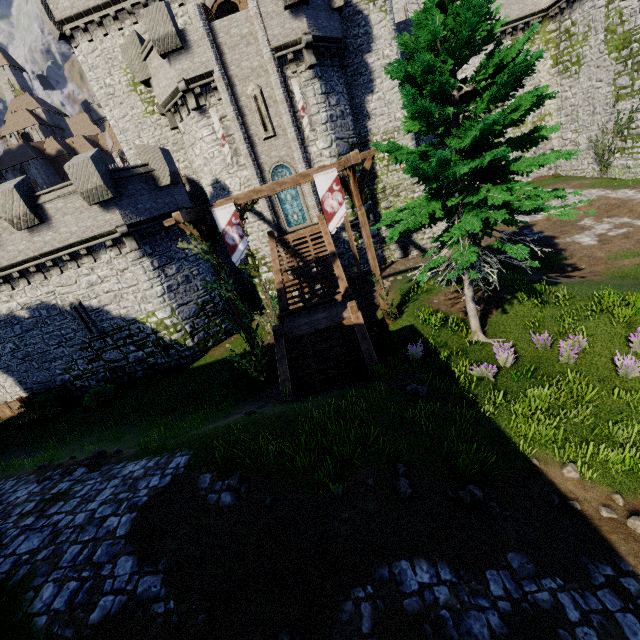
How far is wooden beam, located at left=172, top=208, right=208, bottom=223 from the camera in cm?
991

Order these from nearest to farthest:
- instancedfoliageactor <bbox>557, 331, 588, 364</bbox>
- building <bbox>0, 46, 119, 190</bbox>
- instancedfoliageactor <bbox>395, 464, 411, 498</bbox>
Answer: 1. instancedfoliageactor <bbox>395, 464, 411, 498</bbox>
2. instancedfoliageactor <bbox>557, 331, 588, 364</bbox>
3. building <bbox>0, 46, 119, 190</bbox>

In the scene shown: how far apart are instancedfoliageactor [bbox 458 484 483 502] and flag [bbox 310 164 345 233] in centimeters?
869cm

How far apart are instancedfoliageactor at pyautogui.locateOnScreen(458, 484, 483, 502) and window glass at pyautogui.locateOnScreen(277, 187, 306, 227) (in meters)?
18.25

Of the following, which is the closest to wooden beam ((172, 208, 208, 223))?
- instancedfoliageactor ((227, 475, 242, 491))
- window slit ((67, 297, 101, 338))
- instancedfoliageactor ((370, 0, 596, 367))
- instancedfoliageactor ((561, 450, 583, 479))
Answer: instancedfoliageactor ((227, 475, 242, 491))

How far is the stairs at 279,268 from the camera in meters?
15.1 m

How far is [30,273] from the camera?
17.48m

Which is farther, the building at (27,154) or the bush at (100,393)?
the building at (27,154)
